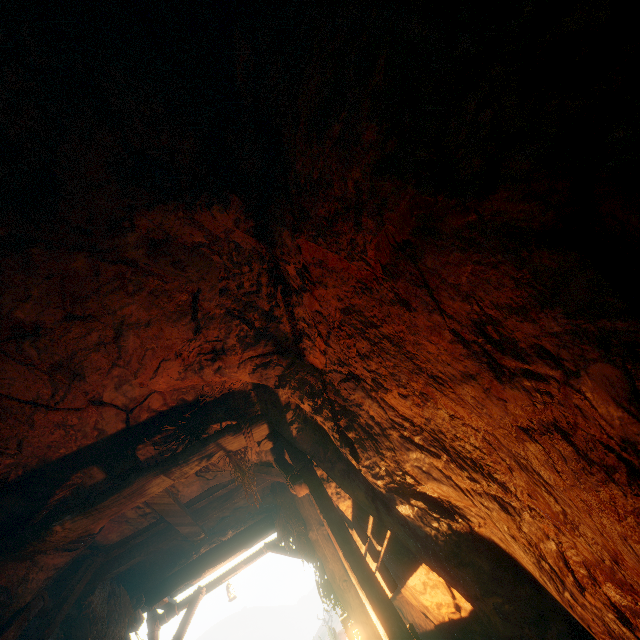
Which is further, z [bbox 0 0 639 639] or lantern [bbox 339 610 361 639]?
lantern [bbox 339 610 361 639]

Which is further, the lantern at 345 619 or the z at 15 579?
the lantern at 345 619

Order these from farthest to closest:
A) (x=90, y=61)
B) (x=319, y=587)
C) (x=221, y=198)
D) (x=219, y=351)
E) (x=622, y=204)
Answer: (x=319, y=587) → (x=219, y=351) → (x=221, y=198) → (x=90, y=61) → (x=622, y=204)
